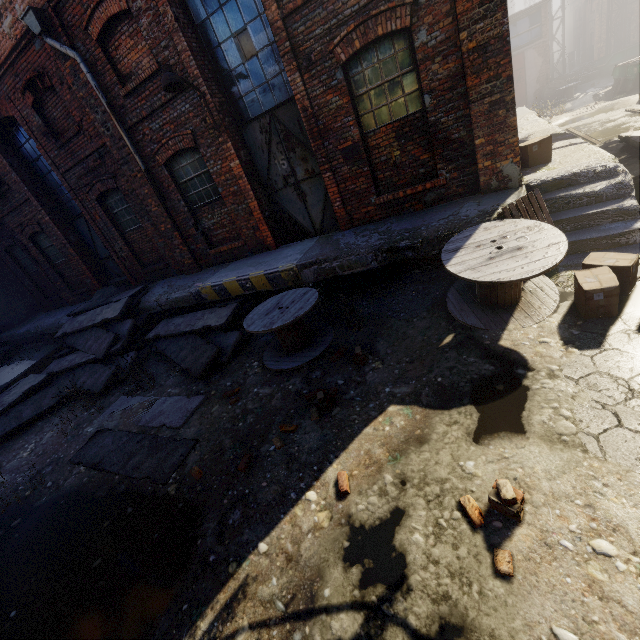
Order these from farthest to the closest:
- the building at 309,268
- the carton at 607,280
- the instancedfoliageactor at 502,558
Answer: the building at 309,268, the carton at 607,280, the instancedfoliageactor at 502,558

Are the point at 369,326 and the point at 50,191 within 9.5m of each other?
no

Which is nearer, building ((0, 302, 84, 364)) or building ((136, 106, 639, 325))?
building ((136, 106, 639, 325))

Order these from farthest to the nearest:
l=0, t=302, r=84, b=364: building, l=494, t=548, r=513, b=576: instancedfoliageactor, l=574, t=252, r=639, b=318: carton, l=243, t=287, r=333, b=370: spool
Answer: l=0, t=302, r=84, b=364: building
l=243, t=287, r=333, b=370: spool
l=574, t=252, r=639, b=318: carton
l=494, t=548, r=513, b=576: instancedfoliageactor

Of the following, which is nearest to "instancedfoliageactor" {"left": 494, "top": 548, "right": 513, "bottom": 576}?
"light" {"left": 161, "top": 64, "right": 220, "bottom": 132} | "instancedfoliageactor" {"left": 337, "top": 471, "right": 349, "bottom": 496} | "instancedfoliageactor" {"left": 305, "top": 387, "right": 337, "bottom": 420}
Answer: "instancedfoliageactor" {"left": 337, "top": 471, "right": 349, "bottom": 496}

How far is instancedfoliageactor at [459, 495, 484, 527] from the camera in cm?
267

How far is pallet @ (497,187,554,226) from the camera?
5.05m

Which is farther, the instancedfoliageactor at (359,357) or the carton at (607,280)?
the instancedfoliageactor at (359,357)
